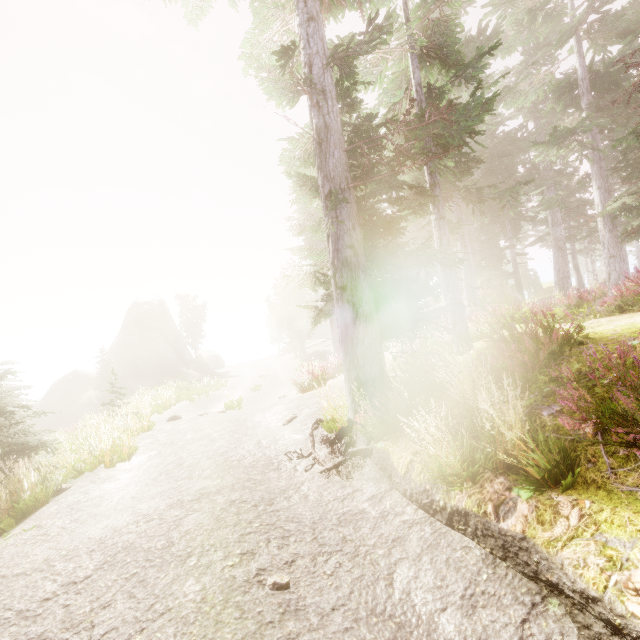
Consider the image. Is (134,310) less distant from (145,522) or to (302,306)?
(302,306)

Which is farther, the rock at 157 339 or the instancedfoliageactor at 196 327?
the instancedfoliageactor at 196 327

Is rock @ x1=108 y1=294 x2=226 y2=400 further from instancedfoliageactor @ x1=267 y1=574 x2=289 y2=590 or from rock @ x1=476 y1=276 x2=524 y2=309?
rock @ x1=476 y1=276 x2=524 y2=309

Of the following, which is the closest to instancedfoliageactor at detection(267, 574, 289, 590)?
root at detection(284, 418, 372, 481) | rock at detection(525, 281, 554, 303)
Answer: rock at detection(525, 281, 554, 303)

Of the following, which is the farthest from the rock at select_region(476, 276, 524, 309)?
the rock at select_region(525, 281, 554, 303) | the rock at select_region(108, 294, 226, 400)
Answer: the rock at select_region(525, 281, 554, 303)

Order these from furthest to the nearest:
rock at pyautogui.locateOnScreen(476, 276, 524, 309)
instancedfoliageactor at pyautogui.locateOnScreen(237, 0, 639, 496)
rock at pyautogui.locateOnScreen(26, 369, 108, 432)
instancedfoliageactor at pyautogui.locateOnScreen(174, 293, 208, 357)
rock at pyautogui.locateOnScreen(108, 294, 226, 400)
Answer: instancedfoliageactor at pyautogui.locateOnScreen(174, 293, 208, 357) → rock at pyautogui.locateOnScreen(108, 294, 226, 400) → rock at pyautogui.locateOnScreen(26, 369, 108, 432) → rock at pyautogui.locateOnScreen(476, 276, 524, 309) → instancedfoliageactor at pyautogui.locateOnScreen(237, 0, 639, 496)

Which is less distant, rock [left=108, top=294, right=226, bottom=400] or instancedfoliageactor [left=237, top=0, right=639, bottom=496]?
instancedfoliageactor [left=237, top=0, right=639, bottom=496]

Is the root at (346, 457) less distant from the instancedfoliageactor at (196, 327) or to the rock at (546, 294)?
the instancedfoliageactor at (196, 327)
